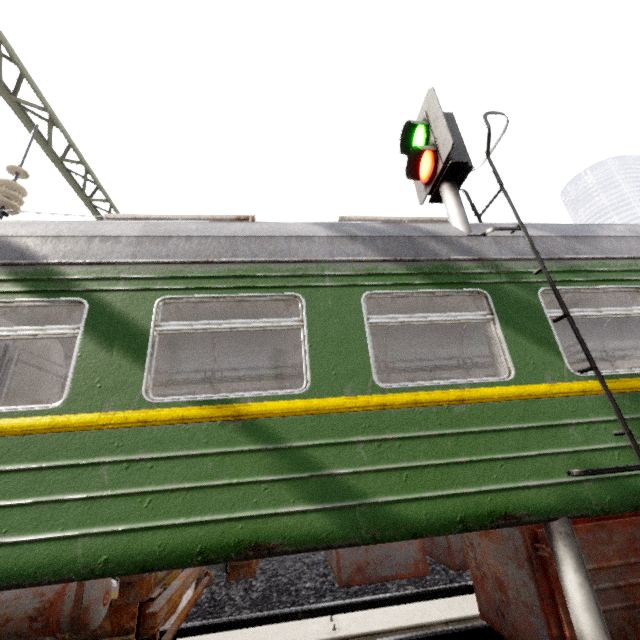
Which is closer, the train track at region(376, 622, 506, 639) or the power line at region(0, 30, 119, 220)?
the train track at region(376, 622, 506, 639)

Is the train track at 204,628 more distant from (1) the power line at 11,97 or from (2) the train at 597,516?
(1) the power line at 11,97

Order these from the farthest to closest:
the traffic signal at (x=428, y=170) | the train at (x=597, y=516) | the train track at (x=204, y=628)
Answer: the train track at (x=204, y=628), the traffic signal at (x=428, y=170), the train at (x=597, y=516)

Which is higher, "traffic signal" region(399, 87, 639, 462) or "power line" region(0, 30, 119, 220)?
"power line" region(0, 30, 119, 220)

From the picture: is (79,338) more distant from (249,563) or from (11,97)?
(11,97)

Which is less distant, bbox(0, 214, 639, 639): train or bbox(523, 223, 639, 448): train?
bbox(0, 214, 639, 639): train

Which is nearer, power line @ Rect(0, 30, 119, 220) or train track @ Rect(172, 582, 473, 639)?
train track @ Rect(172, 582, 473, 639)

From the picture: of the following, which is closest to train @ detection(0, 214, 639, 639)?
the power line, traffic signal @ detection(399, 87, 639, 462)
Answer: traffic signal @ detection(399, 87, 639, 462)
